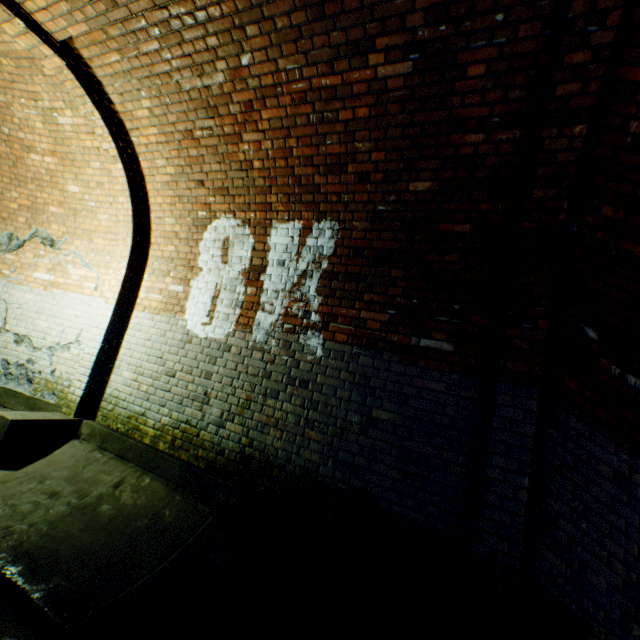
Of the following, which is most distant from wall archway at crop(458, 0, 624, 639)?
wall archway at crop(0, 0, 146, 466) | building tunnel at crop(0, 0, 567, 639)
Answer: wall archway at crop(0, 0, 146, 466)

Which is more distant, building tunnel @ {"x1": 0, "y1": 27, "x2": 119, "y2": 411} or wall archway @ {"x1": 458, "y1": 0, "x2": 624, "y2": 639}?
building tunnel @ {"x1": 0, "y1": 27, "x2": 119, "y2": 411}

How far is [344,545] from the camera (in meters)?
2.73

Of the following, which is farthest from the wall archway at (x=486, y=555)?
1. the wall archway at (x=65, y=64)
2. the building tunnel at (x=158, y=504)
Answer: the wall archway at (x=65, y=64)

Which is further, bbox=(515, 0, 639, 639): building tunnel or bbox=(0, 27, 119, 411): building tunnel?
bbox=(0, 27, 119, 411): building tunnel

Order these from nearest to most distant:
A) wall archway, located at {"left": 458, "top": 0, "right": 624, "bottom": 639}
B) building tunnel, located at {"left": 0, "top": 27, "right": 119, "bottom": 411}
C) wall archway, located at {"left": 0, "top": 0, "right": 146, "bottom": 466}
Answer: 1. wall archway, located at {"left": 458, "top": 0, "right": 624, "bottom": 639}
2. wall archway, located at {"left": 0, "top": 0, "right": 146, "bottom": 466}
3. building tunnel, located at {"left": 0, "top": 27, "right": 119, "bottom": 411}

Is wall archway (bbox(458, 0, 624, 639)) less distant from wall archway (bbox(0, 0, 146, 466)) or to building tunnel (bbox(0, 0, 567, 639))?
building tunnel (bbox(0, 0, 567, 639))

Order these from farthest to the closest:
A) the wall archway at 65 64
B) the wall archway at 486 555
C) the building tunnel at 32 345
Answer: the building tunnel at 32 345, the wall archway at 65 64, the wall archway at 486 555
